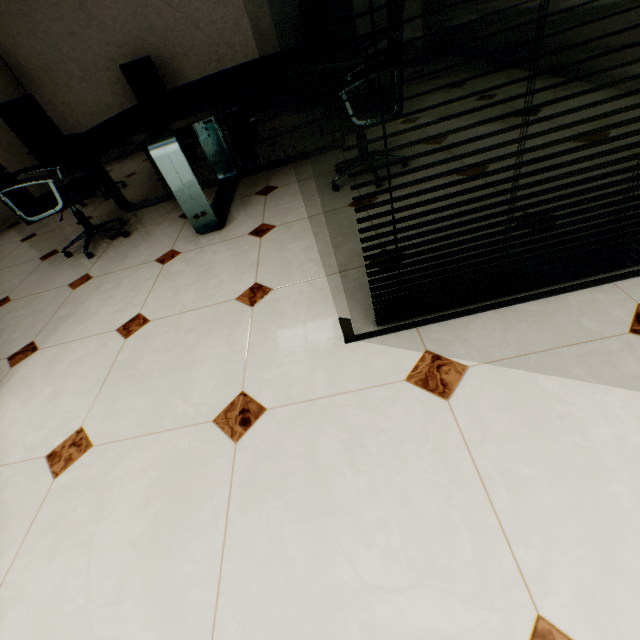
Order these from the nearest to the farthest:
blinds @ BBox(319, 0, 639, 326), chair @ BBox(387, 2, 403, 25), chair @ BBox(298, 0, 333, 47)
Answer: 1. blinds @ BBox(319, 0, 639, 326)
2. chair @ BBox(387, 2, 403, 25)
3. chair @ BBox(298, 0, 333, 47)

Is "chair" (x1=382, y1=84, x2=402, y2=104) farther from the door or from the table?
the door

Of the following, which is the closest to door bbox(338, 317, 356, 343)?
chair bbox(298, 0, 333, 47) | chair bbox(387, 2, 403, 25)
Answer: chair bbox(387, 2, 403, 25)

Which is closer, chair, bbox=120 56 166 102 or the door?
the door

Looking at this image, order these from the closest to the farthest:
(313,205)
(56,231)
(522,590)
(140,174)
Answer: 1. (522,590)
2. (313,205)
3. (56,231)
4. (140,174)

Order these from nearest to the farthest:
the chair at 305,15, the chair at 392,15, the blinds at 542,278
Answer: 1. the blinds at 542,278
2. the chair at 392,15
3. the chair at 305,15

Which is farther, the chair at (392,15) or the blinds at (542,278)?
the chair at (392,15)

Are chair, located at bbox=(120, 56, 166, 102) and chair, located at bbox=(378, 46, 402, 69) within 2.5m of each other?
no
